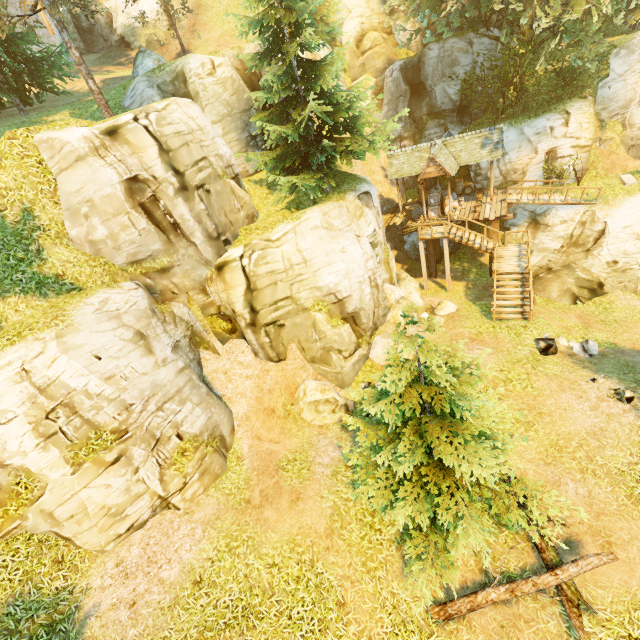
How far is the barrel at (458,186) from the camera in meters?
24.2 m

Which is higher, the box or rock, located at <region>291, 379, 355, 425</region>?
the box

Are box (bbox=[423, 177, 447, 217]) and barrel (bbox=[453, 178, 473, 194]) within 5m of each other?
yes

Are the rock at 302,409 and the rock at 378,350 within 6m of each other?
yes

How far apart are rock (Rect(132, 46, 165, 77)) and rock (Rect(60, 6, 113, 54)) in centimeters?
1915cm

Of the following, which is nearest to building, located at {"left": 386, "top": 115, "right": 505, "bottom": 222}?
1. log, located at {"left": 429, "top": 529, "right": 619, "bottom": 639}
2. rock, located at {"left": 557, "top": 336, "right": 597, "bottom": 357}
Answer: rock, located at {"left": 557, "top": 336, "right": 597, "bottom": 357}

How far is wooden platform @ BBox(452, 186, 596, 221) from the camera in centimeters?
1989cm

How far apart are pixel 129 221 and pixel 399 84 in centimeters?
2552cm
